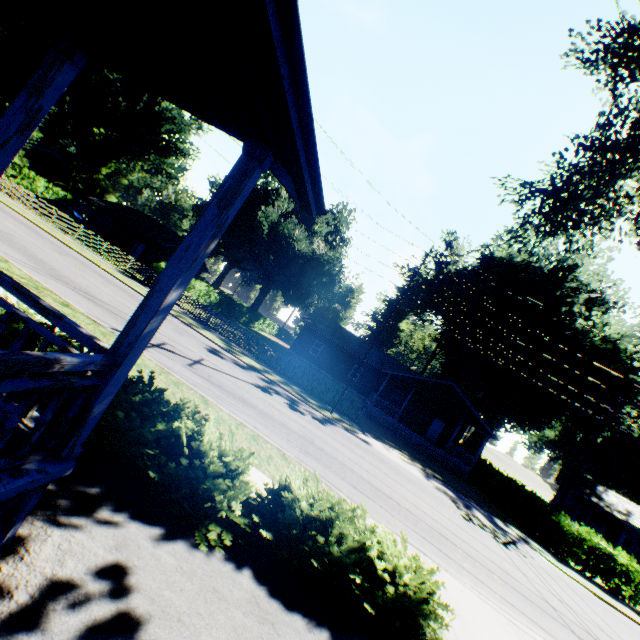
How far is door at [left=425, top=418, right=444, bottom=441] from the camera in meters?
33.2 m

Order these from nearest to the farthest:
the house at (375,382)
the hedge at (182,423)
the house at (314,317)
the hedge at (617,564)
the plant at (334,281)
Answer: A: the hedge at (182,423) → the hedge at (617,564) → the house at (375,382) → the house at (314,317) → the plant at (334,281)

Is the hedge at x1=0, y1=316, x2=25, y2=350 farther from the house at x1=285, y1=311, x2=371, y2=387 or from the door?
the door

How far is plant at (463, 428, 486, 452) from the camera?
51.03m

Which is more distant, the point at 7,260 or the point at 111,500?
the point at 7,260

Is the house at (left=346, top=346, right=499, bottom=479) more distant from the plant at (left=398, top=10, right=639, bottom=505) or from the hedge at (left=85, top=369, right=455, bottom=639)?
the hedge at (left=85, top=369, right=455, bottom=639)

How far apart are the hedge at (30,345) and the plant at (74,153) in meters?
59.5 m

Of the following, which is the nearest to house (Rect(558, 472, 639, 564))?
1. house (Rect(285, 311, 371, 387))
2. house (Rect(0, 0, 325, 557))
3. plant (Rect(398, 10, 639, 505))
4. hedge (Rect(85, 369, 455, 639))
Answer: house (Rect(285, 311, 371, 387))
